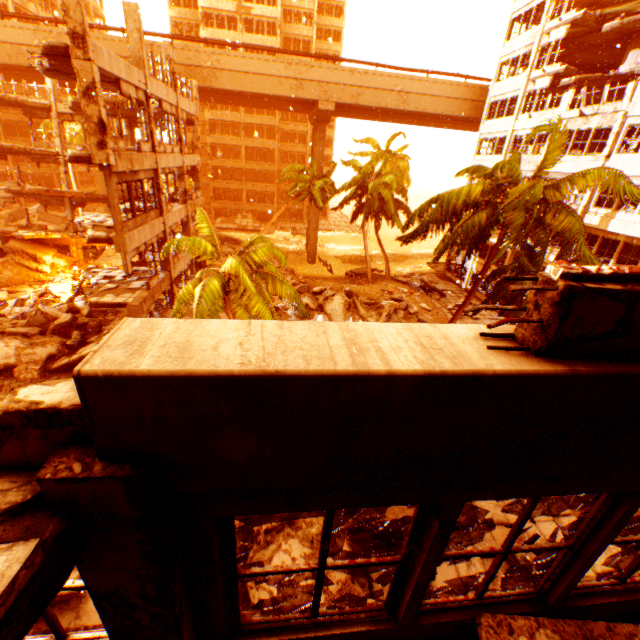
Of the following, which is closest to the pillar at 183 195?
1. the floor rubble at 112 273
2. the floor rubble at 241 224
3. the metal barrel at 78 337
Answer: the floor rubble at 112 273

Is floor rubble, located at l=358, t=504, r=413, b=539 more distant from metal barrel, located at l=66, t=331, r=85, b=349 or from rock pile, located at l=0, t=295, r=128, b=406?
metal barrel, located at l=66, t=331, r=85, b=349

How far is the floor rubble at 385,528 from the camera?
9.1m

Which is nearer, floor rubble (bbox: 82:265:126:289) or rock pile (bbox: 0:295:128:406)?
rock pile (bbox: 0:295:128:406)

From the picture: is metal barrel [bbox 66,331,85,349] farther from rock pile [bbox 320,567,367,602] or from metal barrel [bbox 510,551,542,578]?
metal barrel [bbox 510,551,542,578]

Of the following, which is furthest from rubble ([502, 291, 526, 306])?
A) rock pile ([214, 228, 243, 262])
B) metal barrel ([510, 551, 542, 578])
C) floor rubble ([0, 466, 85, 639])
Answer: metal barrel ([510, 551, 542, 578])

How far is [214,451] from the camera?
1.38m

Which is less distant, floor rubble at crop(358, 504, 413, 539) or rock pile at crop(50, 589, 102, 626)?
rock pile at crop(50, 589, 102, 626)
